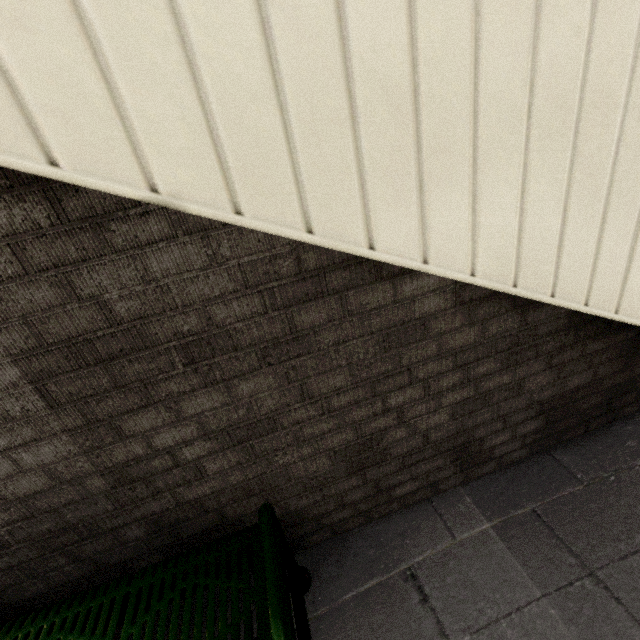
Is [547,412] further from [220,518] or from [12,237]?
[12,237]

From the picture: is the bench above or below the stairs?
below

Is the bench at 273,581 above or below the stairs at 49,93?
below
